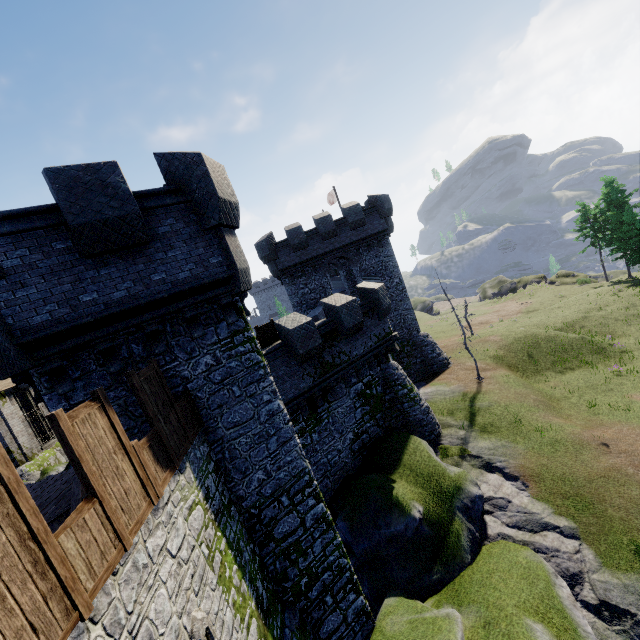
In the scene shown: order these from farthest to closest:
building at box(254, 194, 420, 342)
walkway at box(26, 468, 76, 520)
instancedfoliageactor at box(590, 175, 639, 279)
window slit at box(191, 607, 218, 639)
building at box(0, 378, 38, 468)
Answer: instancedfoliageactor at box(590, 175, 639, 279) → building at box(254, 194, 420, 342) → building at box(0, 378, 38, 468) → walkway at box(26, 468, 76, 520) → window slit at box(191, 607, 218, 639)

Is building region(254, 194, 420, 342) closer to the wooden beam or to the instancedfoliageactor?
the wooden beam

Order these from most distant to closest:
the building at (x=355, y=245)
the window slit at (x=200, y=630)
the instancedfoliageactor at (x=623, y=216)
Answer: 1. the instancedfoliageactor at (x=623, y=216)
2. the building at (x=355, y=245)
3. the window slit at (x=200, y=630)

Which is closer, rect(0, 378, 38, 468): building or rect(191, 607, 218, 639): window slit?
rect(191, 607, 218, 639): window slit

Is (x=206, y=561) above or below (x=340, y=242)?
below

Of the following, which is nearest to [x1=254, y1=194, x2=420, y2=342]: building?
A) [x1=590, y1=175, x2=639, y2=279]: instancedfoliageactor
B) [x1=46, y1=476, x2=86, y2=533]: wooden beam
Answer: [x1=46, y1=476, x2=86, y2=533]: wooden beam

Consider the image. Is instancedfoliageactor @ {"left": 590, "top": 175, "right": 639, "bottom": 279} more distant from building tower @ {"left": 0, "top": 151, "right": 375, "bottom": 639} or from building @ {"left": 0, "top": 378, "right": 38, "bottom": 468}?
building @ {"left": 0, "top": 378, "right": 38, "bottom": 468}

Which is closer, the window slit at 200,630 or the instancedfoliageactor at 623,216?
the window slit at 200,630
